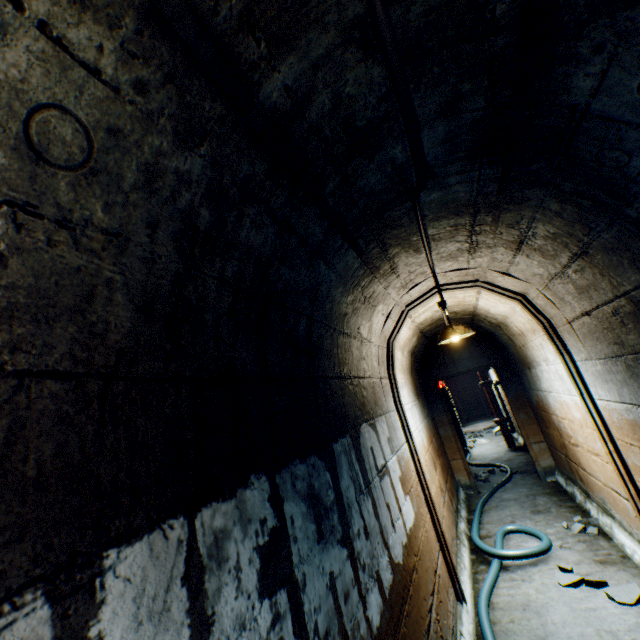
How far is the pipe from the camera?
8.7 meters

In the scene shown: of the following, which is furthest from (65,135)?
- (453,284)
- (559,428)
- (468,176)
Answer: (559,428)

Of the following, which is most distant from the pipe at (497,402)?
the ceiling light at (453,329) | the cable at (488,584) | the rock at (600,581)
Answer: the rock at (600,581)

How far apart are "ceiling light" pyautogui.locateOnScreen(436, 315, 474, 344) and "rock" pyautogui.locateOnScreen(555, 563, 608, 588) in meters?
2.5 m

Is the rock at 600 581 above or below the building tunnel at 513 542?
above

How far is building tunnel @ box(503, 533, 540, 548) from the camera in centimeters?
386cm

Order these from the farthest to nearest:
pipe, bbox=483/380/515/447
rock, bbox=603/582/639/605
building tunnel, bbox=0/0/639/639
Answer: pipe, bbox=483/380/515/447
rock, bbox=603/582/639/605
building tunnel, bbox=0/0/639/639

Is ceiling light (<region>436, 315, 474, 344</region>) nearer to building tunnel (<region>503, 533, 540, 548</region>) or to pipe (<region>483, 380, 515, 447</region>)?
building tunnel (<region>503, 533, 540, 548</region>)
